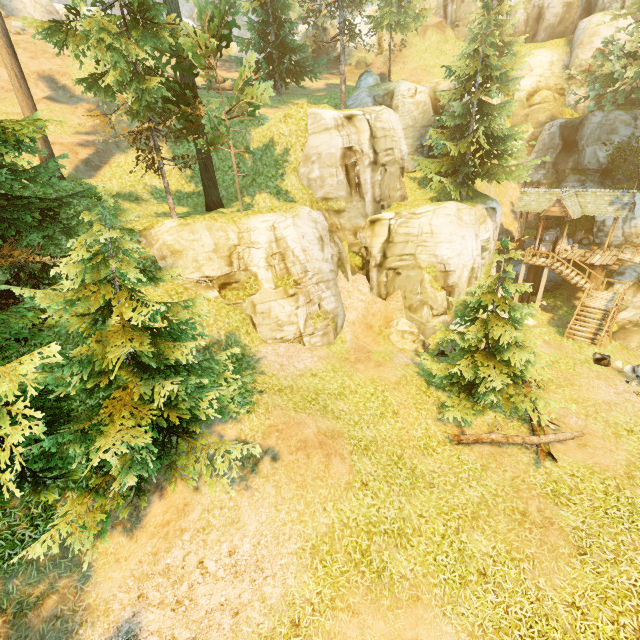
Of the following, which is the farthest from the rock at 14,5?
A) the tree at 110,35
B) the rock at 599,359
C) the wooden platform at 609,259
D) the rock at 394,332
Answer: the rock at 599,359

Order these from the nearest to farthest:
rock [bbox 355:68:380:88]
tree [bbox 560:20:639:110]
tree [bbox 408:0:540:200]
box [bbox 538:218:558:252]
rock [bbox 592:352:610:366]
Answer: rock [bbox 592:352:610:366] → tree [bbox 408:0:540:200] → tree [bbox 560:20:639:110] → rock [bbox 355:68:380:88] → box [bbox 538:218:558:252]

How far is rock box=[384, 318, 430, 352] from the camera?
18.1 meters

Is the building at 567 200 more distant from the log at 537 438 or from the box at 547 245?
the log at 537 438

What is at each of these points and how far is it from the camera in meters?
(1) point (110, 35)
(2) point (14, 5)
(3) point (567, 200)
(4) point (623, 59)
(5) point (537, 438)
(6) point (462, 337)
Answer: (1) tree, 10.4
(2) rock, 28.1
(3) building, 23.1
(4) tree, 19.6
(5) log, 11.1
(6) tree, 12.4

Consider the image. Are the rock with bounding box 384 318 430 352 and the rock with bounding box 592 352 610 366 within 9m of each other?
yes

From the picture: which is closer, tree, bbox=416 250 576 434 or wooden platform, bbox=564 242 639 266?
tree, bbox=416 250 576 434

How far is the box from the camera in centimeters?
2537cm
